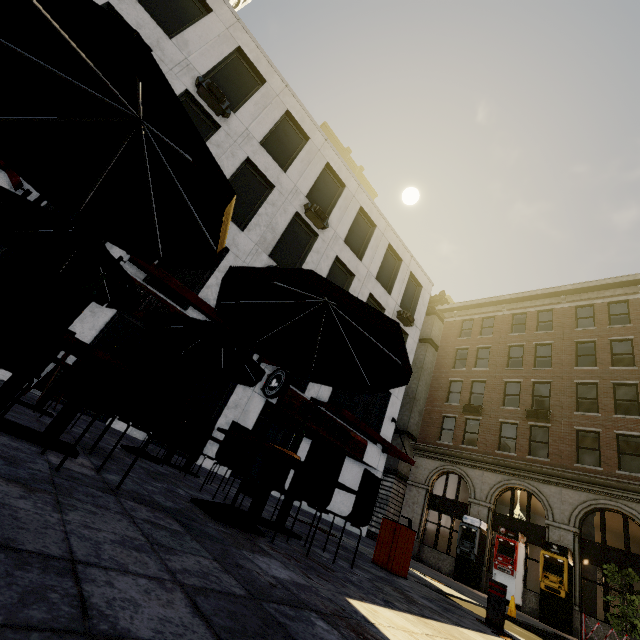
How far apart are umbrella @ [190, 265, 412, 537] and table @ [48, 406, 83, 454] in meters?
1.0 m

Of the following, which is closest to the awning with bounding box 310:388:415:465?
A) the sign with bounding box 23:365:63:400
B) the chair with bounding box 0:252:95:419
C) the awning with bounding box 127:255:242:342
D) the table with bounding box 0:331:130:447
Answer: the awning with bounding box 127:255:242:342

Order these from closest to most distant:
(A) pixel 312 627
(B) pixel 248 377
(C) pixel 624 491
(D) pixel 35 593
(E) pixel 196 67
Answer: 1. (D) pixel 35 593
2. (A) pixel 312 627
3. (B) pixel 248 377
4. (E) pixel 196 67
5. (C) pixel 624 491

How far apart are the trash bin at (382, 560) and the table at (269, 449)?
2.4m

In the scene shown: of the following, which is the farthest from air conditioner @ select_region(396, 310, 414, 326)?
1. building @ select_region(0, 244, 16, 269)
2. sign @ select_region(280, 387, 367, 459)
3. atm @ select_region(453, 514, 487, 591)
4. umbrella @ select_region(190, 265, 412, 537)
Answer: umbrella @ select_region(190, 265, 412, 537)

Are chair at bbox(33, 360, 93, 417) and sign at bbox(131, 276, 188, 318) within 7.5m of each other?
yes

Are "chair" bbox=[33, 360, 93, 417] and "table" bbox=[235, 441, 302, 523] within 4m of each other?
yes

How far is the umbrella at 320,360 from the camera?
3.3m
